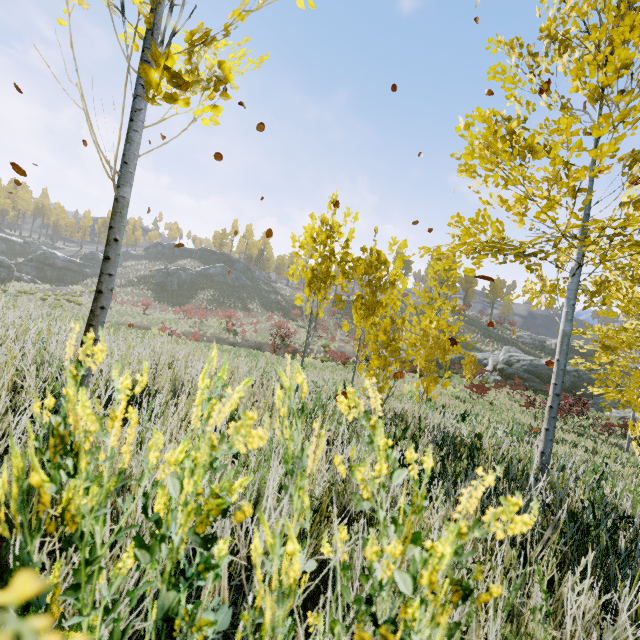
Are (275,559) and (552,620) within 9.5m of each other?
yes

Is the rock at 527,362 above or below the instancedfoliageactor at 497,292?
below

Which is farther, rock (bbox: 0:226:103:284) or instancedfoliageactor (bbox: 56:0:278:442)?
rock (bbox: 0:226:103:284)

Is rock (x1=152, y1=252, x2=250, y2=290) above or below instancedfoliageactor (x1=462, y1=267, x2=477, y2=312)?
below

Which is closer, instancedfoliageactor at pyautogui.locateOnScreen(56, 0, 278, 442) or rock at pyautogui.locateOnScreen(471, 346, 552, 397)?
instancedfoliageactor at pyautogui.locateOnScreen(56, 0, 278, 442)

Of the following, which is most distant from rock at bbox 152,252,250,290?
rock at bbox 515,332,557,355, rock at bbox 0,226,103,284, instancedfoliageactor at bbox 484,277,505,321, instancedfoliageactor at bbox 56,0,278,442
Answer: instancedfoliageactor at bbox 56,0,278,442

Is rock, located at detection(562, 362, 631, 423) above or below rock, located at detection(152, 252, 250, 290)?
below

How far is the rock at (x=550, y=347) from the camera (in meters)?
42.41
